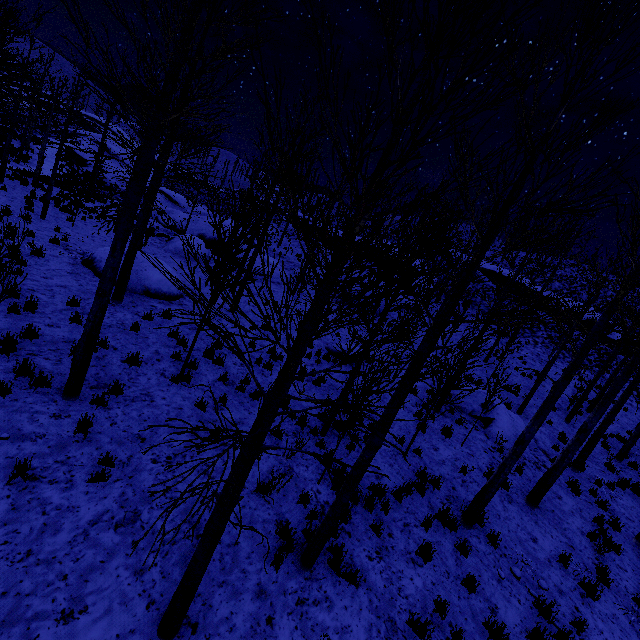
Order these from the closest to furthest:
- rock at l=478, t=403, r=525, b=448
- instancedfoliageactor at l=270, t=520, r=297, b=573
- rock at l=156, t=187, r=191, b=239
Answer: instancedfoliageactor at l=270, t=520, r=297, b=573
rock at l=478, t=403, r=525, b=448
rock at l=156, t=187, r=191, b=239

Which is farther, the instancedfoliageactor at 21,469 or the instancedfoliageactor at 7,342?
the instancedfoliageactor at 7,342

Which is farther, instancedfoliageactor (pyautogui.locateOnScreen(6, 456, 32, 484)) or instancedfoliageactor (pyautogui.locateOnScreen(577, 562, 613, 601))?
instancedfoliageactor (pyautogui.locateOnScreen(577, 562, 613, 601))

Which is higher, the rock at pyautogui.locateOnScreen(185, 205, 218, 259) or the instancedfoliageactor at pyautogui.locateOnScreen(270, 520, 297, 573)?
the rock at pyautogui.locateOnScreen(185, 205, 218, 259)

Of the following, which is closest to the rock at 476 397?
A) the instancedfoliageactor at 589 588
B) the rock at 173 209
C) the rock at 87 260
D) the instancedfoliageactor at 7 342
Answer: the instancedfoliageactor at 589 588

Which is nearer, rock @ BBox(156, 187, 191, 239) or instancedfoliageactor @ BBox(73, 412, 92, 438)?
instancedfoliageactor @ BBox(73, 412, 92, 438)

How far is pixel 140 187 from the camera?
5.1m

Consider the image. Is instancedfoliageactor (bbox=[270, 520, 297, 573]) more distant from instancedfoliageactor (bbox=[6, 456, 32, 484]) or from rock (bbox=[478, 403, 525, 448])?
instancedfoliageactor (bbox=[6, 456, 32, 484])
